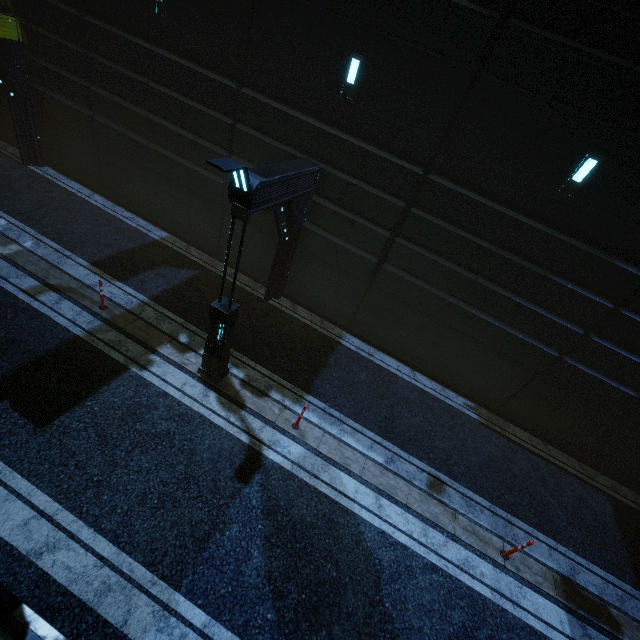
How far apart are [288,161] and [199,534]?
8.8m

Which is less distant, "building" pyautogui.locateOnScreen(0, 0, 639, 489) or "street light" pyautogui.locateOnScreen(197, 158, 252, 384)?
"street light" pyautogui.locateOnScreen(197, 158, 252, 384)

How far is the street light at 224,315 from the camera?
5.1 meters

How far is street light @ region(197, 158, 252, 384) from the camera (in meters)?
5.10

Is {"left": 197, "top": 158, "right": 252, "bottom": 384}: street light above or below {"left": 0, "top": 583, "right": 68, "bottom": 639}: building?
above

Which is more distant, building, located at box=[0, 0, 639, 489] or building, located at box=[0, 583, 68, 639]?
building, located at box=[0, 0, 639, 489]

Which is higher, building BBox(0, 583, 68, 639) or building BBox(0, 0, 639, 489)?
building BBox(0, 0, 639, 489)

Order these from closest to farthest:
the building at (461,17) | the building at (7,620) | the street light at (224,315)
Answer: the building at (7,620) < the street light at (224,315) < the building at (461,17)
